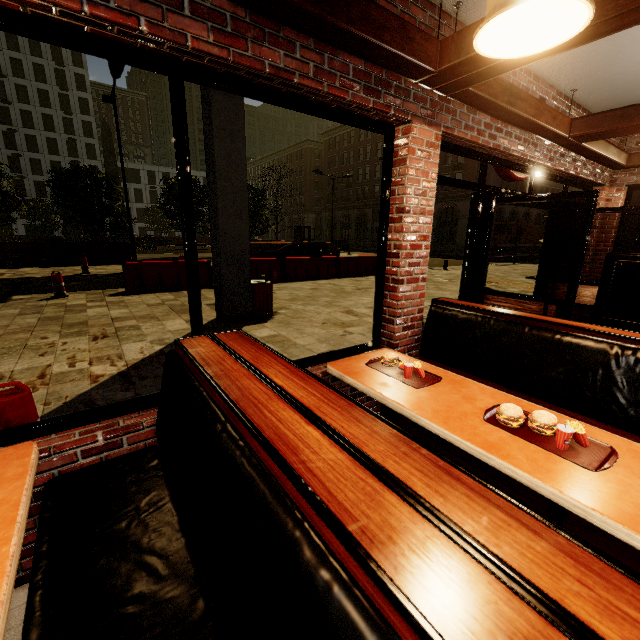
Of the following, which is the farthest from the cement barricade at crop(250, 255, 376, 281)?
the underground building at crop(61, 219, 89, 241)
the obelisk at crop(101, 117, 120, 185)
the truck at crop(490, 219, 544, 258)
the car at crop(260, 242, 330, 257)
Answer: the underground building at crop(61, 219, 89, 241)

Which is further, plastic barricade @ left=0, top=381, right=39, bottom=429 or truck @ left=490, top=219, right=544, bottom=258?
truck @ left=490, top=219, right=544, bottom=258

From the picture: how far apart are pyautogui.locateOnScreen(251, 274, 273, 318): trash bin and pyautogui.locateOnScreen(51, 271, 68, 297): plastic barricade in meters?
5.7 m

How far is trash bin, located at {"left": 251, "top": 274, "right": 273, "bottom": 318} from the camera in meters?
6.9 m

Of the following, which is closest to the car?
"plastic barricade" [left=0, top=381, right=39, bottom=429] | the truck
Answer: "plastic barricade" [left=0, top=381, right=39, bottom=429]

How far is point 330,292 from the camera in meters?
10.5 m

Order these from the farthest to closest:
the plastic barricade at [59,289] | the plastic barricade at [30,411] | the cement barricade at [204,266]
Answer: the cement barricade at [204,266]
the plastic barricade at [59,289]
the plastic barricade at [30,411]

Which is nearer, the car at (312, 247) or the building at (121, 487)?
the building at (121, 487)
